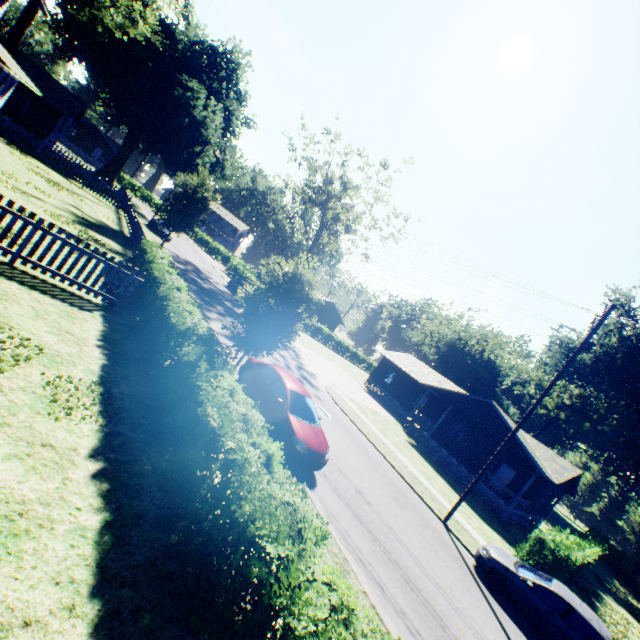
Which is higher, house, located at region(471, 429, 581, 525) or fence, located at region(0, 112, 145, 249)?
house, located at region(471, 429, 581, 525)

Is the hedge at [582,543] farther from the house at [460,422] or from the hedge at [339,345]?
the hedge at [339,345]

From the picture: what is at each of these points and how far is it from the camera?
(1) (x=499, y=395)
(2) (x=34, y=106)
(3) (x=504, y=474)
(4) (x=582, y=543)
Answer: (1) plant, 58.25m
(2) house, 29.00m
(3) door, 27.66m
(4) hedge, 21.27m

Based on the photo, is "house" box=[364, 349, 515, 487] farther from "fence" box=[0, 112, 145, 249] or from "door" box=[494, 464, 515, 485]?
"fence" box=[0, 112, 145, 249]

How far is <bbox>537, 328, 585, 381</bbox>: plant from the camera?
44.7 meters

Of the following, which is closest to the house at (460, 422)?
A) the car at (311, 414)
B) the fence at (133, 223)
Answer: the car at (311, 414)

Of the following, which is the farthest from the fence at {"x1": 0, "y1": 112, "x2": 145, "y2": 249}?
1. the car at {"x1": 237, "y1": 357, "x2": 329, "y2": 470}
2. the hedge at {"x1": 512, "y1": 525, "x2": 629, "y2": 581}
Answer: the hedge at {"x1": 512, "y1": 525, "x2": 629, "y2": 581}

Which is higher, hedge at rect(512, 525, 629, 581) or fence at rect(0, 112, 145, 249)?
hedge at rect(512, 525, 629, 581)
